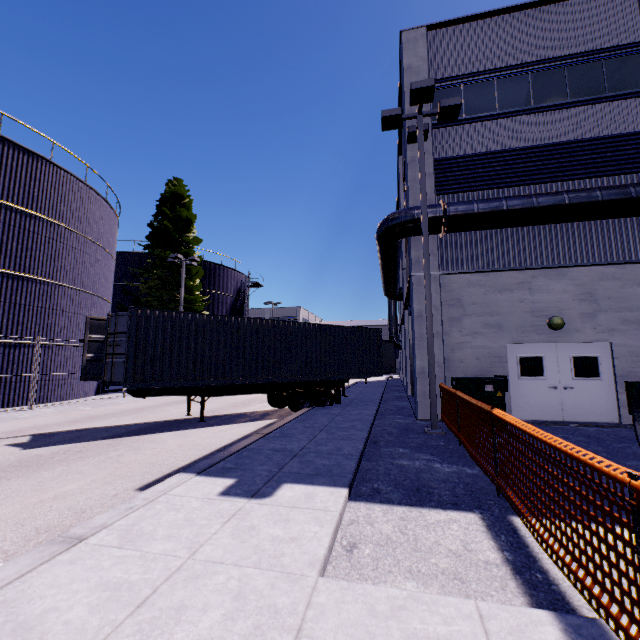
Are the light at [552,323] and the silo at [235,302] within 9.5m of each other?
no

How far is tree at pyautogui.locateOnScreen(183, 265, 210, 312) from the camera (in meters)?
25.38

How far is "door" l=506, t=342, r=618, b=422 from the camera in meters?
10.0 m

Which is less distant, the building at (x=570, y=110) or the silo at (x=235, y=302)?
the building at (x=570, y=110)

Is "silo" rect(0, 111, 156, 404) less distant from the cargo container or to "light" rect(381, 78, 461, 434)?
the cargo container

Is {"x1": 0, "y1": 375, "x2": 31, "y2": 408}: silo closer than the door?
No

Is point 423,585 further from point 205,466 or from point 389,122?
point 389,122
